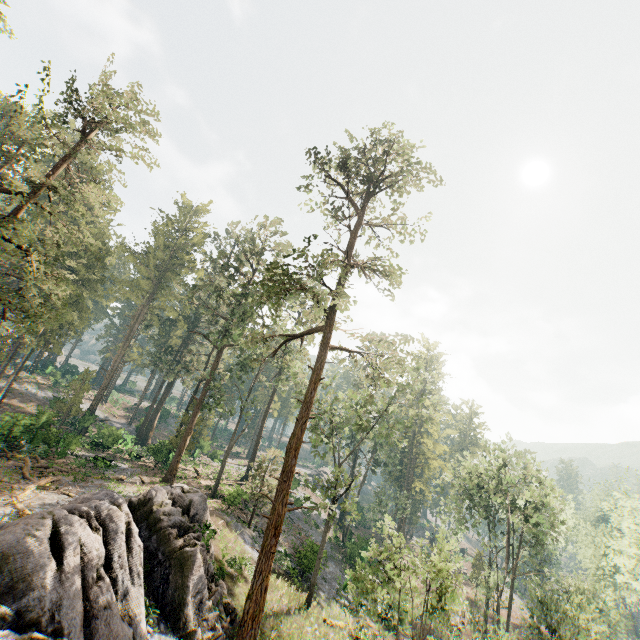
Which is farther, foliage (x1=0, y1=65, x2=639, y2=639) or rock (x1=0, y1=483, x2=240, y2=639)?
foliage (x1=0, y1=65, x2=639, y2=639)

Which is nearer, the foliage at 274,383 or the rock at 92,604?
the rock at 92,604

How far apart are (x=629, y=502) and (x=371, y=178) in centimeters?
5791cm
